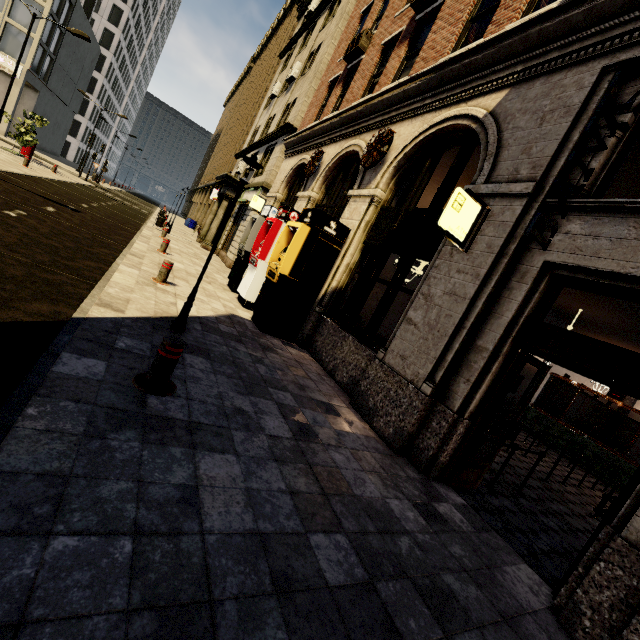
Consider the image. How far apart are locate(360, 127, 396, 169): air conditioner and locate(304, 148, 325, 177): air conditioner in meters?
2.9

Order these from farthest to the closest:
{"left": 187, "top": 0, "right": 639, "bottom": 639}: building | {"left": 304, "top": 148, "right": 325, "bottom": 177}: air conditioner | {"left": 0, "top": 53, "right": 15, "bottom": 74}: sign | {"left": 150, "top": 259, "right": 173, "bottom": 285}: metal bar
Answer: {"left": 0, "top": 53, "right": 15, "bottom": 74}: sign < {"left": 304, "top": 148, "right": 325, "bottom": 177}: air conditioner < {"left": 150, "top": 259, "right": 173, "bottom": 285}: metal bar < {"left": 187, "top": 0, "right": 639, "bottom": 639}: building

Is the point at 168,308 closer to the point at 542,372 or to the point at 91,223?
the point at 91,223

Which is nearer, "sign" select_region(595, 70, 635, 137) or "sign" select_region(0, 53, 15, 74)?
"sign" select_region(595, 70, 635, 137)

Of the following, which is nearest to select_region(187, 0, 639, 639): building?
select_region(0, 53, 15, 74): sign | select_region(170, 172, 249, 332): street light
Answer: select_region(0, 53, 15, 74): sign

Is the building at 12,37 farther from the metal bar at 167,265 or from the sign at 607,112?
the metal bar at 167,265

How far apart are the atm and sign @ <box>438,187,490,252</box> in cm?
346

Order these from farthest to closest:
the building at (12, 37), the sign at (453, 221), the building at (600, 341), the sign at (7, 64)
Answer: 1. the sign at (7, 64)
2. the building at (12, 37)
3. the sign at (453, 221)
4. the building at (600, 341)
